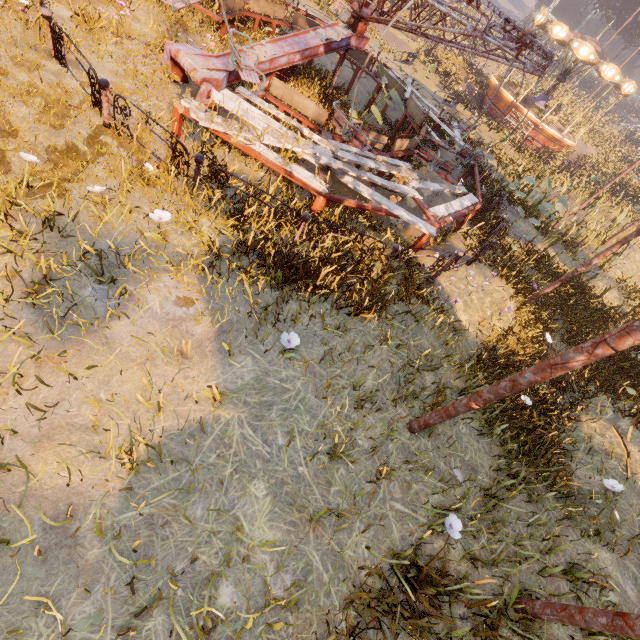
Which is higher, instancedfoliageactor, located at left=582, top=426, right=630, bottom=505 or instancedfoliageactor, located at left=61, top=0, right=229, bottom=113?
instancedfoliageactor, located at left=582, top=426, right=630, bottom=505

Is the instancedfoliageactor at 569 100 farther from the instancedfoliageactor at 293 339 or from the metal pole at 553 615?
the metal pole at 553 615

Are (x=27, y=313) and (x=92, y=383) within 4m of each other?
yes

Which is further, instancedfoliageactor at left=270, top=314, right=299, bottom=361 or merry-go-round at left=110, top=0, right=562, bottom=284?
merry-go-round at left=110, top=0, right=562, bottom=284

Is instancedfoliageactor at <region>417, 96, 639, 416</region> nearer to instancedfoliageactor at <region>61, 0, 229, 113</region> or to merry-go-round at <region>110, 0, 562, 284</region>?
merry-go-round at <region>110, 0, 562, 284</region>

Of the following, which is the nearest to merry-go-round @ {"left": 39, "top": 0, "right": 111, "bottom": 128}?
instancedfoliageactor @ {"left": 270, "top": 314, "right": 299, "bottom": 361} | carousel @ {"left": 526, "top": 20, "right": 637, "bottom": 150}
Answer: instancedfoliageactor @ {"left": 270, "top": 314, "right": 299, "bottom": 361}

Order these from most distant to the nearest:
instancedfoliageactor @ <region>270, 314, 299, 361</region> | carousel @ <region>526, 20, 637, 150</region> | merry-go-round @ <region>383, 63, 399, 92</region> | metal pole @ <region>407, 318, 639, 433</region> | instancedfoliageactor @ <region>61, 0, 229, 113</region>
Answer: carousel @ <region>526, 20, 637, 150</region>, merry-go-round @ <region>383, 63, 399, 92</region>, instancedfoliageactor @ <region>61, 0, 229, 113</region>, instancedfoliageactor @ <region>270, 314, 299, 361</region>, metal pole @ <region>407, 318, 639, 433</region>

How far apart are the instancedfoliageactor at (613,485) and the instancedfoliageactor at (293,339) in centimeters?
588cm
